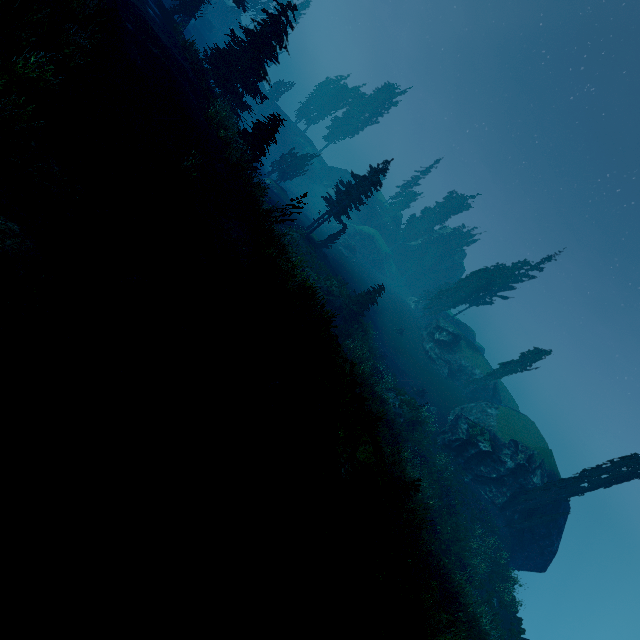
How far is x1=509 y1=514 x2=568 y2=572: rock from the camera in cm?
2755

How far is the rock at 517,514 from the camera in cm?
2763

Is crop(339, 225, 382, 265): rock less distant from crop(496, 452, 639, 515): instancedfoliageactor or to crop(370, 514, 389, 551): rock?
crop(496, 452, 639, 515): instancedfoliageactor

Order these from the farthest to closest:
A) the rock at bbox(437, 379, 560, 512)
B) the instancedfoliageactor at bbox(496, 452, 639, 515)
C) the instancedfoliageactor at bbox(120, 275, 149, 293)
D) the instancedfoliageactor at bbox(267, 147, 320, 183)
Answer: the instancedfoliageactor at bbox(267, 147, 320, 183) < the rock at bbox(437, 379, 560, 512) < the instancedfoliageactor at bbox(496, 452, 639, 515) < the instancedfoliageactor at bbox(120, 275, 149, 293)

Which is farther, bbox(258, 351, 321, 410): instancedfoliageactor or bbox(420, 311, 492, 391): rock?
bbox(420, 311, 492, 391): rock

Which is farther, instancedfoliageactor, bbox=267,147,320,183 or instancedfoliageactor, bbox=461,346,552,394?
instancedfoliageactor, bbox=267,147,320,183

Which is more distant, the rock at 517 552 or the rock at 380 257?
the rock at 380 257

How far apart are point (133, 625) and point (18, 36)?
12.72m
